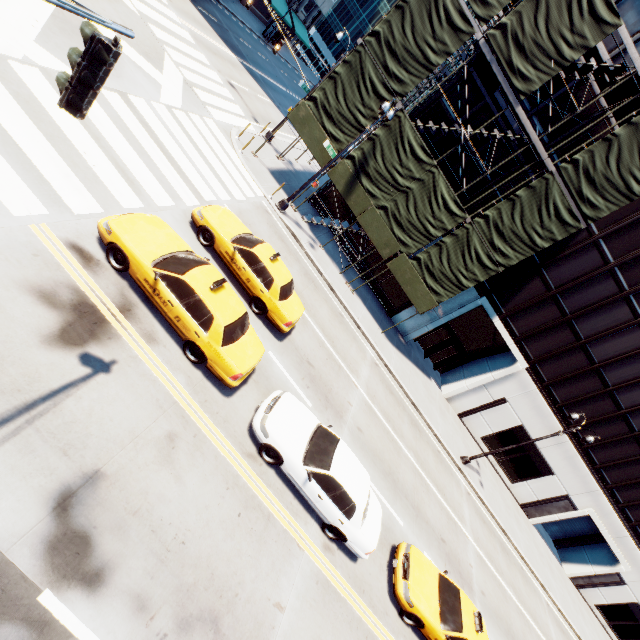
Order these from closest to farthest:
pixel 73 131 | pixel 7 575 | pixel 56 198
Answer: pixel 7 575 < pixel 56 198 < pixel 73 131

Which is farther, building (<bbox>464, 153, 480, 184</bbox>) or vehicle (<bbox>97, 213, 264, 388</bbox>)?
building (<bbox>464, 153, 480, 184</bbox>)

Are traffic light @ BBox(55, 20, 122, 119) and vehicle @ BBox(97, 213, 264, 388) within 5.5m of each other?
yes

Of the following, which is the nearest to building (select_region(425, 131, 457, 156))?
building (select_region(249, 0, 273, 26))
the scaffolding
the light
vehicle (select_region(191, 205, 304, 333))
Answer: the scaffolding

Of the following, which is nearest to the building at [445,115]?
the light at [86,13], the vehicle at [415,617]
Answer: the vehicle at [415,617]

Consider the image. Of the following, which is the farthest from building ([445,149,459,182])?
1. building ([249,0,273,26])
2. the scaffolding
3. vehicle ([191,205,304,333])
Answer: building ([249,0,273,26])

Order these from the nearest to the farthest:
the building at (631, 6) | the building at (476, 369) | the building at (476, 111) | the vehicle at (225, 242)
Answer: the vehicle at (225, 242)
the building at (631, 6)
the building at (476, 111)
the building at (476, 369)

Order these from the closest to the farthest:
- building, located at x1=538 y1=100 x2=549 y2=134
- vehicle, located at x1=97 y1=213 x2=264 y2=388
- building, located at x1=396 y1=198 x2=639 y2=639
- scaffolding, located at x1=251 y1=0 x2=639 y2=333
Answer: vehicle, located at x1=97 y1=213 x2=264 y2=388 < scaffolding, located at x1=251 y1=0 x2=639 y2=333 < building, located at x1=538 y1=100 x2=549 y2=134 < building, located at x1=396 y1=198 x2=639 y2=639
